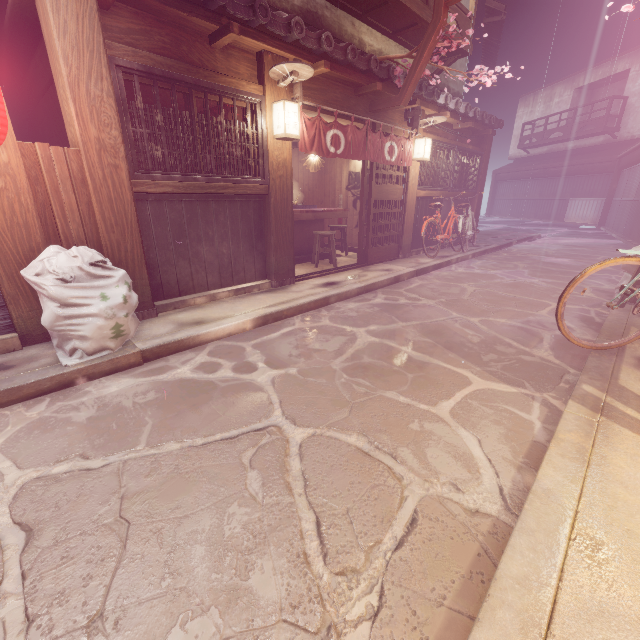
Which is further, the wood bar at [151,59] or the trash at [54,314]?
the wood bar at [151,59]

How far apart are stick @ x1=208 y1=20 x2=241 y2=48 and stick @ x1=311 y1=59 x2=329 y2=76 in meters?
2.4

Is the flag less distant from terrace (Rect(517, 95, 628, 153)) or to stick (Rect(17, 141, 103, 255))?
stick (Rect(17, 141, 103, 255))

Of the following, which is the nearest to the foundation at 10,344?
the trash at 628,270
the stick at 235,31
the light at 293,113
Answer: the light at 293,113

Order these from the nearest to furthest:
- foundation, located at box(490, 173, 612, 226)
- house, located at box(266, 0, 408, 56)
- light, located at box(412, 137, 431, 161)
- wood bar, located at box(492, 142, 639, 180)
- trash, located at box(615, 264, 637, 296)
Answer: trash, located at box(615, 264, 637, 296)
house, located at box(266, 0, 408, 56)
light, located at box(412, 137, 431, 161)
wood bar, located at box(492, 142, 639, 180)
foundation, located at box(490, 173, 612, 226)

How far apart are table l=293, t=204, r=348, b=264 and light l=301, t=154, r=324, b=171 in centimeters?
214cm

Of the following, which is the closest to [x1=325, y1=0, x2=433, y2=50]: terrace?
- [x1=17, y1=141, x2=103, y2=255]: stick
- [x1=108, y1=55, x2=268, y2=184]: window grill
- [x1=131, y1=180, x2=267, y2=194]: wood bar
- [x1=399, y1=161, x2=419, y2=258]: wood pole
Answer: [x1=399, y1=161, x2=419, y2=258]: wood pole

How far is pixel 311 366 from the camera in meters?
5.9 m
